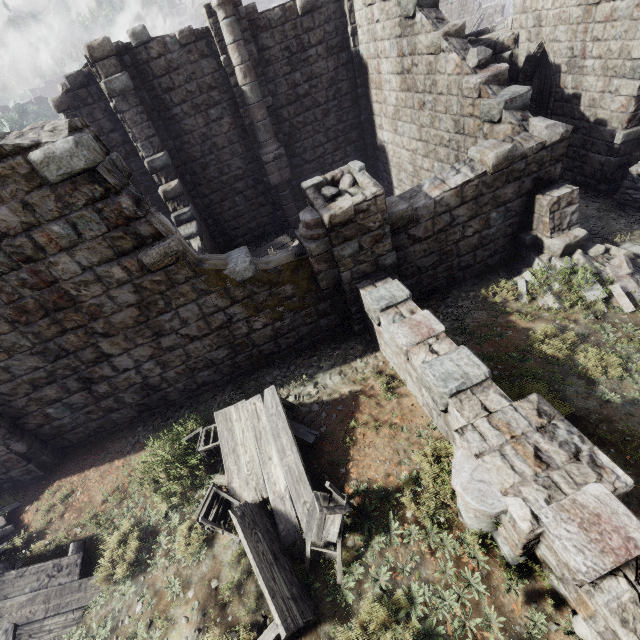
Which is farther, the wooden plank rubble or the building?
the wooden plank rubble

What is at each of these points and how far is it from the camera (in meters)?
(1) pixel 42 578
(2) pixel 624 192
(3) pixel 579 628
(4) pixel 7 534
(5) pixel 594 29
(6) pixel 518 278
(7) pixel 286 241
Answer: (1) wooden plank rubble, 5.36
(2) wooden lamp post, 9.55
(3) rubble, 3.51
(4) rubble, 6.62
(5) building, 9.30
(6) rubble, 8.10
(7) broken furniture, 13.70

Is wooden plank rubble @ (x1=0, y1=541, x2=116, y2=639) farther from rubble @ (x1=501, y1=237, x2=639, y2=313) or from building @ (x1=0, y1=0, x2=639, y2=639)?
rubble @ (x1=501, y1=237, x2=639, y2=313)

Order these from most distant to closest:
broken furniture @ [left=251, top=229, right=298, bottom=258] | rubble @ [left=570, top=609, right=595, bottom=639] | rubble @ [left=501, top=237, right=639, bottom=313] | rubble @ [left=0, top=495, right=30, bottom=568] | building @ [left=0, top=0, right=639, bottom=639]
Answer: broken furniture @ [left=251, top=229, right=298, bottom=258], rubble @ [left=501, top=237, right=639, bottom=313], rubble @ [left=0, top=495, right=30, bottom=568], building @ [left=0, top=0, right=639, bottom=639], rubble @ [left=570, top=609, right=595, bottom=639]

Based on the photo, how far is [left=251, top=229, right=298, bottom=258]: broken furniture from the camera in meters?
13.3 m

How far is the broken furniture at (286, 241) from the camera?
13.3m

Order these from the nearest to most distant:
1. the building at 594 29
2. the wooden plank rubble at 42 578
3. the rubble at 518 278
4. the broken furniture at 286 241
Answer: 1. the building at 594 29
2. the wooden plank rubble at 42 578
3. the rubble at 518 278
4. the broken furniture at 286 241

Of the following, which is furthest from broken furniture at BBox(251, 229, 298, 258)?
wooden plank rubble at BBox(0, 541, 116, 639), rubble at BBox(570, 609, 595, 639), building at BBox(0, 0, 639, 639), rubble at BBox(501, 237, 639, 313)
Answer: rubble at BBox(570, 609, 595, 639)
